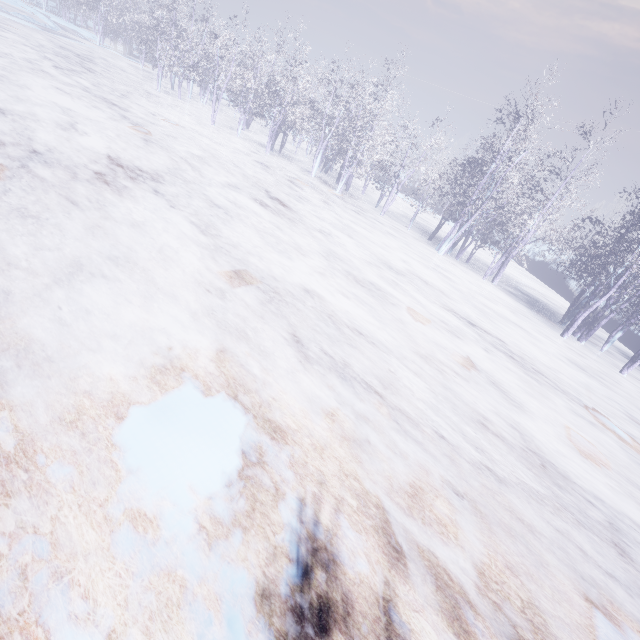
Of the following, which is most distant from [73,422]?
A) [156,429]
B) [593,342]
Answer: [593,342]
